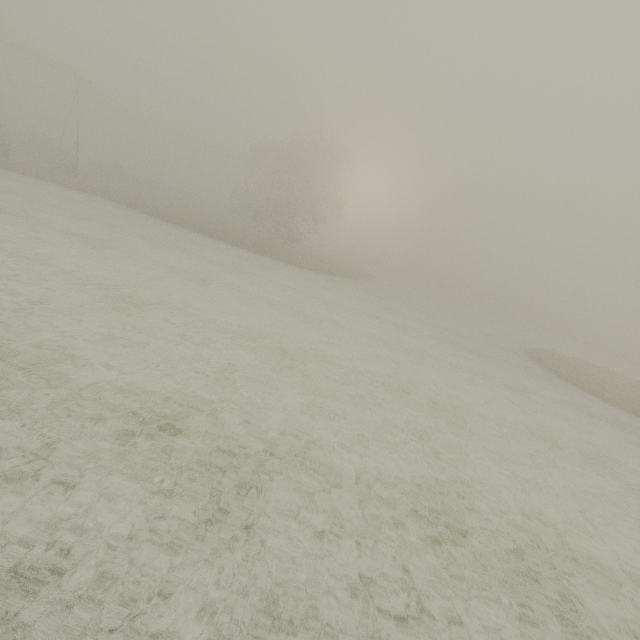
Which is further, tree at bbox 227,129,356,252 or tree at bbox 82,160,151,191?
tree at bbox 82,160,151,191

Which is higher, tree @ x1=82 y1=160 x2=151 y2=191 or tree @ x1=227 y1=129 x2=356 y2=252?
tree @ x1=227 y1=129 x2=356 y2=252

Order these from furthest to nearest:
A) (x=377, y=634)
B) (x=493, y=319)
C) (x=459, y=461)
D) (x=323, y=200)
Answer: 1. (x=493, y=319)
2. (x=323, y=200)
3. (x=459, y=461)
4. (x=377, y=634)

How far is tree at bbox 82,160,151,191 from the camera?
48.2m

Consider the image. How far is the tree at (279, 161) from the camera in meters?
37.3 m

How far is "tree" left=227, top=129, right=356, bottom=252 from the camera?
37.3 meters

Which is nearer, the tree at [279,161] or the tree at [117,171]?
the tree at [279,161]
